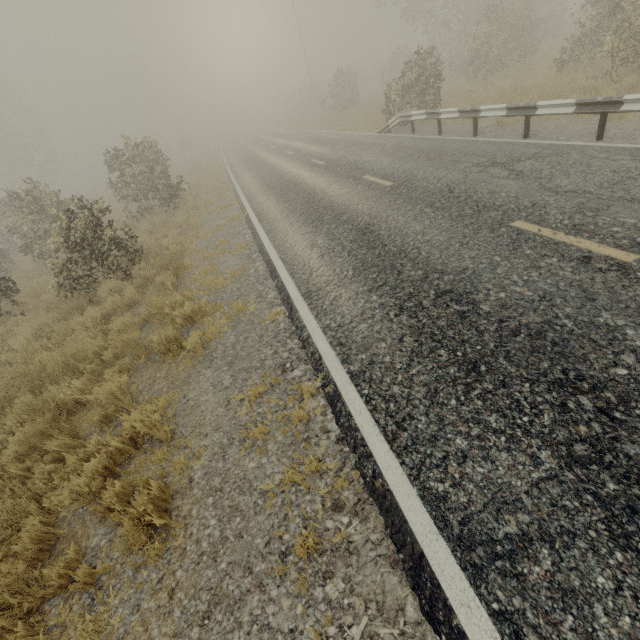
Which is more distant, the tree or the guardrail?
the tree

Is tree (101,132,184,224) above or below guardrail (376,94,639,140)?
above

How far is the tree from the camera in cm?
1459

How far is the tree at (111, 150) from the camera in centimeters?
1459cm

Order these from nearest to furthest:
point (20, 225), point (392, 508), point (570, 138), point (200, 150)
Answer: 1. point (392, 508)
2. point (570, 138)
3. point (20, 225)
4. point (200, 150)

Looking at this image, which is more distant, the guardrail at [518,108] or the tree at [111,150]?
the tree at [111,150]
